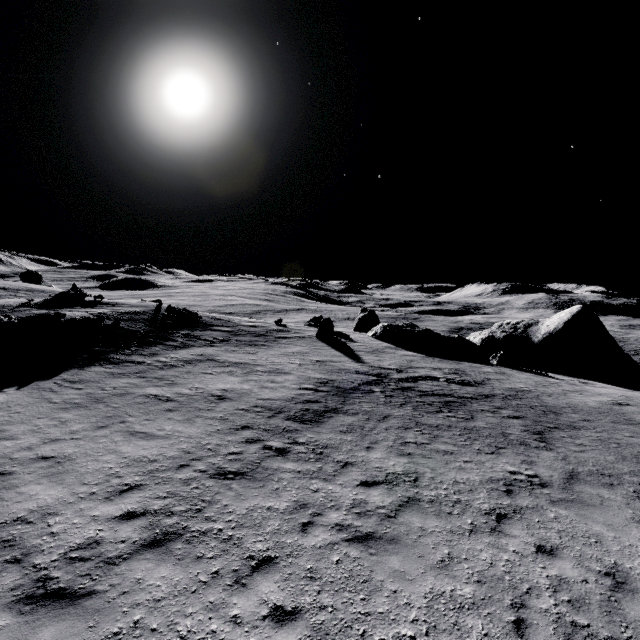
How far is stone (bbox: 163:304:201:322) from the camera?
28.3 meters

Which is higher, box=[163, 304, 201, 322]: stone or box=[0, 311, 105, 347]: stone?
box=[163, 304, 201, 322]: stone

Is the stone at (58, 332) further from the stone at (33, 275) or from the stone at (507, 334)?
the stone at (33, 275)

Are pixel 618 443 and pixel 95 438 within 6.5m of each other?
no

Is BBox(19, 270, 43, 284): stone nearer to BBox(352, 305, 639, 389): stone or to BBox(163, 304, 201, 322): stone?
BBox(163, 304, 201, 322): stone

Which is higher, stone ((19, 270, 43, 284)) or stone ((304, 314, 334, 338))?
stone ((19, 270, 43, 284))

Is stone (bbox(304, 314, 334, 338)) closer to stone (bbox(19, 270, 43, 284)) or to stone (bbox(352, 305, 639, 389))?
stone (bbox(352, 305, 639, 389))

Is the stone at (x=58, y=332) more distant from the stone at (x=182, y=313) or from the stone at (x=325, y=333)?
the stone at (x=325, y=333)
